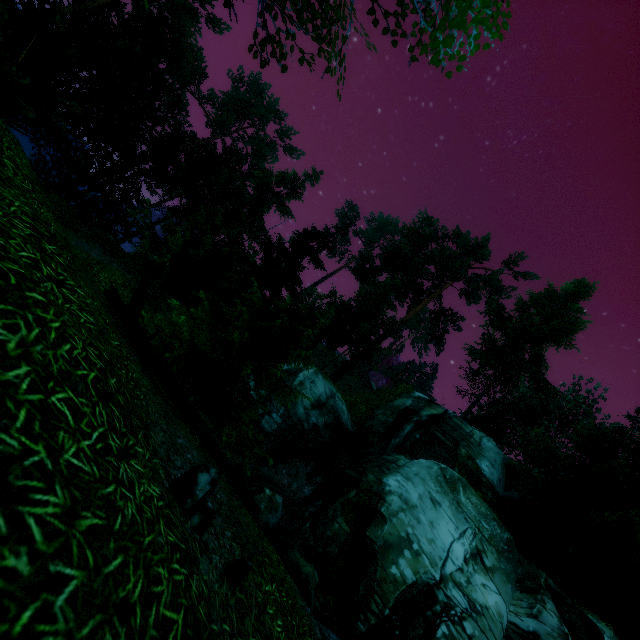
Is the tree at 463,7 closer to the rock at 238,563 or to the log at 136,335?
the log at 136,335

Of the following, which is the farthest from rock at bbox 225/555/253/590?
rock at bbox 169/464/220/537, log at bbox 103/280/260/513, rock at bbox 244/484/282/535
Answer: rock at bbox 244/484/282/535

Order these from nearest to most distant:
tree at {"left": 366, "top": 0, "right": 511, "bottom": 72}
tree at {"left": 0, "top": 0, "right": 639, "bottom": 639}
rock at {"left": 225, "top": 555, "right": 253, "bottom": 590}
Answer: tree at {"left": 366, "top": 0, "right": 511, "bottom": 72} < rock at {"left": 225, "top": 555, "right": 253, "bottom": 590} < tree at {"left": 0, "top": 0, "right": 639, "bottom": 639}

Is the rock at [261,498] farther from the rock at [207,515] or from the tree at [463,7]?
the rock at [207,515]

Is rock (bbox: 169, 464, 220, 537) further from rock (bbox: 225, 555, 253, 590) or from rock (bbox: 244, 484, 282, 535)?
rock (bbox: 244, 484, 282, 535)

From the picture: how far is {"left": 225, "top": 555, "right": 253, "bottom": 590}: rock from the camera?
Result: 3.20m

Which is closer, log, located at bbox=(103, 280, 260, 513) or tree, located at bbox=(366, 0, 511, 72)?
tree, located at bbox=(366, 0, 511, 72)

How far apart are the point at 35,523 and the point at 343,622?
11.58m
